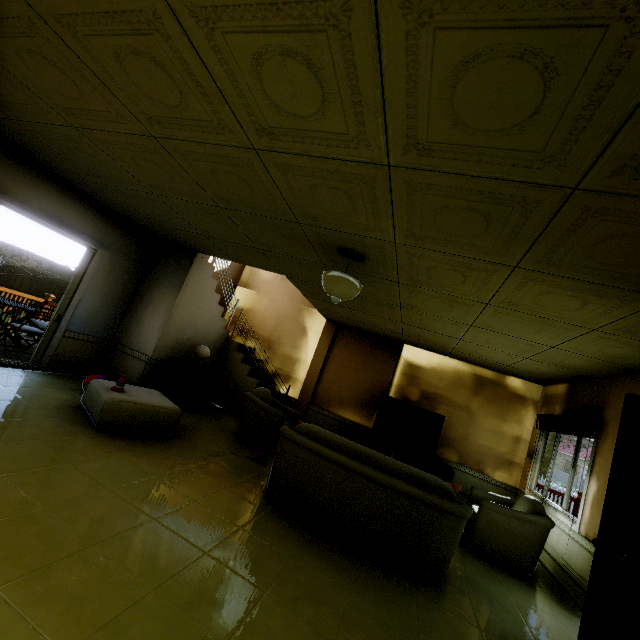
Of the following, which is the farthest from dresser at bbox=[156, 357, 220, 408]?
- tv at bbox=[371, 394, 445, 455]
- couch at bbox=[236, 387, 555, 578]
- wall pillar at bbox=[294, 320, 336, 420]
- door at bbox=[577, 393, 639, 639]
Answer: door at bbox=[577, 393, 639, 639]

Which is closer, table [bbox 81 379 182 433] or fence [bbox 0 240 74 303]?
table [bbox 81 379 182 433]

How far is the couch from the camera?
3.0m

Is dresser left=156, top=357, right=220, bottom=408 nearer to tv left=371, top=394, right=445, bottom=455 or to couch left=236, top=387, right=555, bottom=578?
couch left=236, top=387, right=555, bottom=578

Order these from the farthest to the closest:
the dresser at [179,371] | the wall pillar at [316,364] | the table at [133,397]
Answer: the wall pillar at [316,364], the dresser at [179,371], the table at [133,397]

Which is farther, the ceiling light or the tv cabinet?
the tv cabinet

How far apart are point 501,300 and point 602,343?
1.27m

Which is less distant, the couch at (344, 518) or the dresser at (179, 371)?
the couch at (344, 518)
